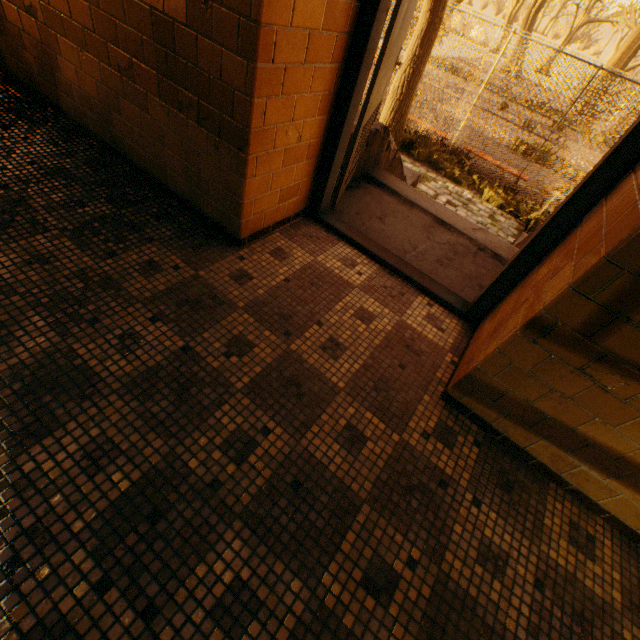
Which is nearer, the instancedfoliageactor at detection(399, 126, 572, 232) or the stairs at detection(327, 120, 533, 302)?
the stairs at detection(327, 120, 533, 302)

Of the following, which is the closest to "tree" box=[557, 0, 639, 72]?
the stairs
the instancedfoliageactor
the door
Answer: the instancedfoliageactor

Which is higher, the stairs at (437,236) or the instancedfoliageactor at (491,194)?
the stairs at (437,236)

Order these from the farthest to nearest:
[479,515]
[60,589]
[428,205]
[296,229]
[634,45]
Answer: [634,45] < [428,205] < [296,229] < [479,515] < [60,589]

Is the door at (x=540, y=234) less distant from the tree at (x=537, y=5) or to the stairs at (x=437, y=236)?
the stairs at (x=437, y=236)

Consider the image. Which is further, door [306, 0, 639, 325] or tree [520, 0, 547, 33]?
tree [520, 0, 547, 33]

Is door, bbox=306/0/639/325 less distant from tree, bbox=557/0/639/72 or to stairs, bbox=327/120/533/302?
stairs, bbox=327/120/533/302
